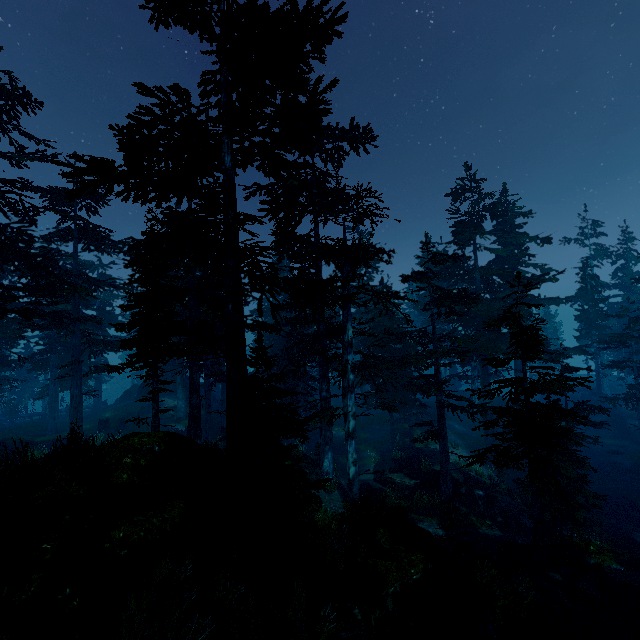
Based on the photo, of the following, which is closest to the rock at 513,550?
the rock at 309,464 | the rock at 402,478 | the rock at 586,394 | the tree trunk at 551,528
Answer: the rock at 309,464

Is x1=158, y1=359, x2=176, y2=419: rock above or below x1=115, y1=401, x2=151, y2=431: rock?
above

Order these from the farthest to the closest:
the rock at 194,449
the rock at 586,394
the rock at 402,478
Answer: the rock at 586,394, the rock at 402,478, the rock at 194,449

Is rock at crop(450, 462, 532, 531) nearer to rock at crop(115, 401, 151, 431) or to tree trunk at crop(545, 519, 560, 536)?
tree trunk at crop(545, 519, 560, 536)

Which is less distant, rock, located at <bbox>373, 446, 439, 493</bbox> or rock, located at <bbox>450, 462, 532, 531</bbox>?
rock, located at <bbox>450, 462, 532, 531</bbox>

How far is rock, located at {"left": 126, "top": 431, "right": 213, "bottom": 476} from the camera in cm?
1021

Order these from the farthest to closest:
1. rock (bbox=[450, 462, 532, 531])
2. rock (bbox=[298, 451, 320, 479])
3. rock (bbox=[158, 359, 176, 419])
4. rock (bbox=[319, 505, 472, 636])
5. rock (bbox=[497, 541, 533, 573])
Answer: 1. rock (bbox=[158, 359, 176, 419])
2. rock (bbox=[298, 451, 320, 479])
3. rock (bbox=[450, 462, 532, 531])
4. rock (bbox=[497, 541, 533, 573])
5. rock (bbox=[319, 505, 472, 636])

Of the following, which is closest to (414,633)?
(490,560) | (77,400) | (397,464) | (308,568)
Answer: (308,568)
